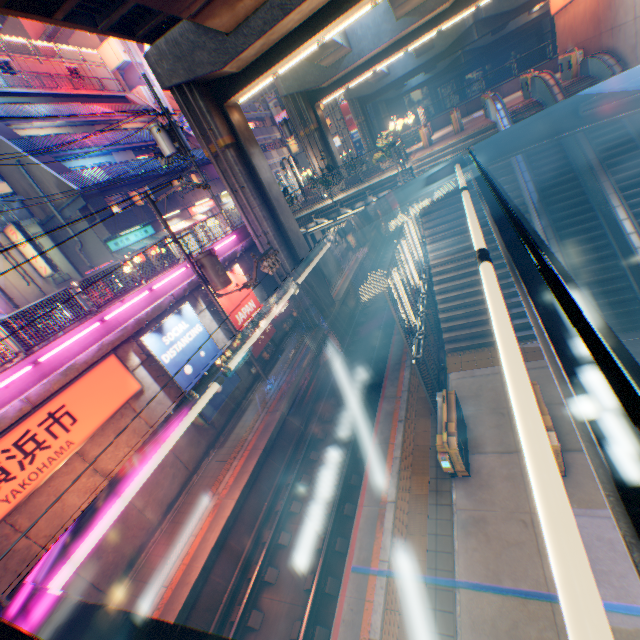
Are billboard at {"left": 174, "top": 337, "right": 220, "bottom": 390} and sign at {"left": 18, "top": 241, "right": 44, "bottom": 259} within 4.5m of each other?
no

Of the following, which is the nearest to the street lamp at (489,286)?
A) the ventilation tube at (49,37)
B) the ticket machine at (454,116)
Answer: the ticket machine at (454,116)

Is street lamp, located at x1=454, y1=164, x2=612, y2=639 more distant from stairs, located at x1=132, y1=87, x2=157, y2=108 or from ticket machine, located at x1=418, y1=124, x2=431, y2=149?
stairs, located at x1=132, y1=87, x2=157, y2=108

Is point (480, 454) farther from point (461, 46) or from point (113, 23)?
point (461, 46)

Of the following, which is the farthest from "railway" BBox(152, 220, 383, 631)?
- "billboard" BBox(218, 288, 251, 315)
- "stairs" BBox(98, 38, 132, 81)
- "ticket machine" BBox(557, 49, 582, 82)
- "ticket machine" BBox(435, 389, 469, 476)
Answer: "stairs" BBox(98, 38, 132, 81)

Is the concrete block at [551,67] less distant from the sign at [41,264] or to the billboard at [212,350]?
the billboard at [212,350]

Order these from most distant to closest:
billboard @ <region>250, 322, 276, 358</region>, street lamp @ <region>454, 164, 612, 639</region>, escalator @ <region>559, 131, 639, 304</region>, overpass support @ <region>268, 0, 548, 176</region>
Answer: overpass support @ <region>268, 0, 548, 176</region> < billboard @ <region>250, 322, 276, 358</region> < escalator @ <region>559, 131, 639, 304</region> < street lamp @ <region>454, 164, 612, 639</region>

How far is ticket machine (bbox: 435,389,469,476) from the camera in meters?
7.6 m
